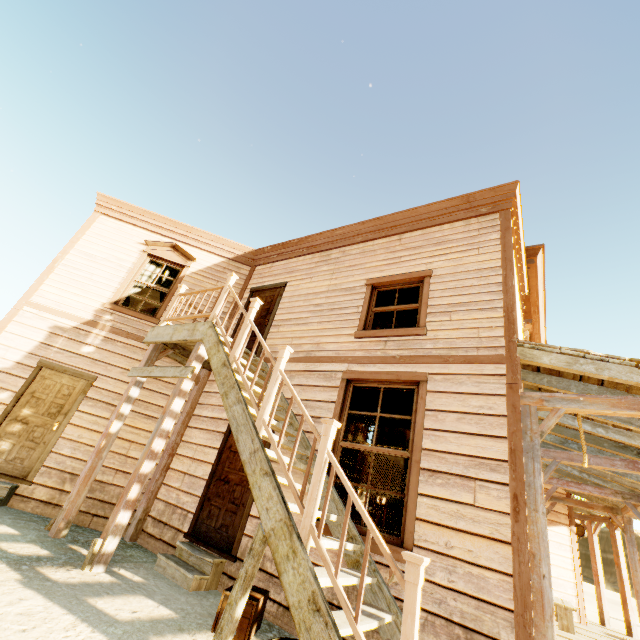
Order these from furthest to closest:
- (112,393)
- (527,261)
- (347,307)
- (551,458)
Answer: (527,261), (112,393), (347,307), (551,458)

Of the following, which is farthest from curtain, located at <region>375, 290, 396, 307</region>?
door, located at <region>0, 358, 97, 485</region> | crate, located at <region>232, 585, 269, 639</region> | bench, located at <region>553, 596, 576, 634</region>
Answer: bench, located at <region>553, 596, 576, 634</region>

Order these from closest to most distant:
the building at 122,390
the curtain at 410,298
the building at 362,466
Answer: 1. the building at 122,390
2. the curtain at 410,298
3. the building at 362,466

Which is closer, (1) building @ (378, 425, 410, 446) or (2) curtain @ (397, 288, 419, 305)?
(2) curtain @ (397, 288, 419, 305)

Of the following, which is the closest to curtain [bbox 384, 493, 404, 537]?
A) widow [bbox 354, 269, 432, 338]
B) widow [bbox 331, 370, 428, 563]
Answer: widow [bbox 331, 370, 428, 563]

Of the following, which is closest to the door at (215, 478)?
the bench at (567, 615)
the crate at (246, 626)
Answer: the crate at (246, 626)

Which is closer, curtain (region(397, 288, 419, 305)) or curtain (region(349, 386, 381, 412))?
curtain (region(349, 386, 381, 412))

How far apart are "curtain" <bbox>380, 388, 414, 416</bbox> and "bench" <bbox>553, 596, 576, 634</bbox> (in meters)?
5.92
